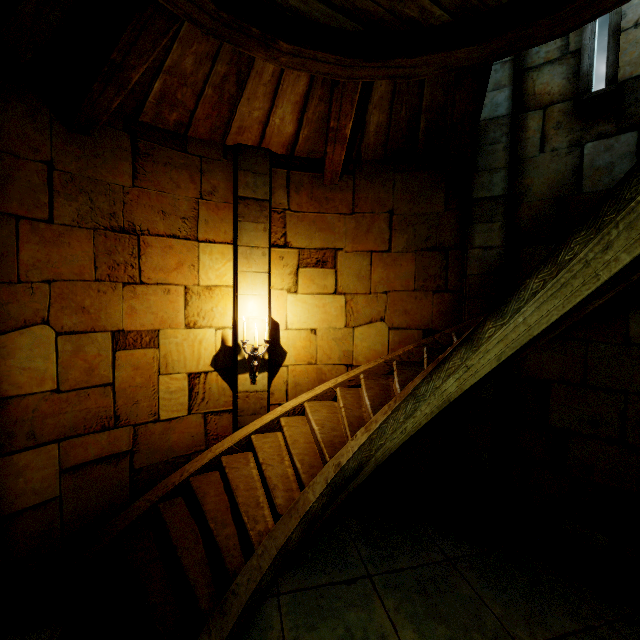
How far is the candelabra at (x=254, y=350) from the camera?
4.7m

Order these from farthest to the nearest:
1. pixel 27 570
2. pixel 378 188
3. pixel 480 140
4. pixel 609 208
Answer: pixel 378 188
pixel 480 140
pixel 27 570
pixel 609 208

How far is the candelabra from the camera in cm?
471
